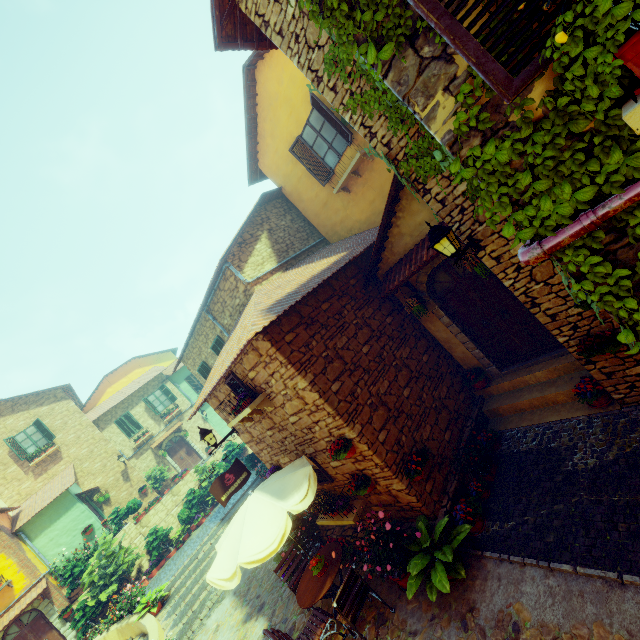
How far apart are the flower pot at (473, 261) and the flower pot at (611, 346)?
1.8 meters

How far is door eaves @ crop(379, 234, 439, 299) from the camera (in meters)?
6.26

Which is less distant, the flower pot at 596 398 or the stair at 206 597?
the flower pot at 596 398

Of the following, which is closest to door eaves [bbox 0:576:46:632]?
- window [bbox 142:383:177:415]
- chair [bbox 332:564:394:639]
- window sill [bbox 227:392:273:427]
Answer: window [bbox 142:383:177:415]

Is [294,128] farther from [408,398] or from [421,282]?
[408,398]

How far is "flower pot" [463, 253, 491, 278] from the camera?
5.73m

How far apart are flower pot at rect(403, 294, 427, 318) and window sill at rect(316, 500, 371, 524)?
4.14m

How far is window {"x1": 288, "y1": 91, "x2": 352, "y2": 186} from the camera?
9.0m
